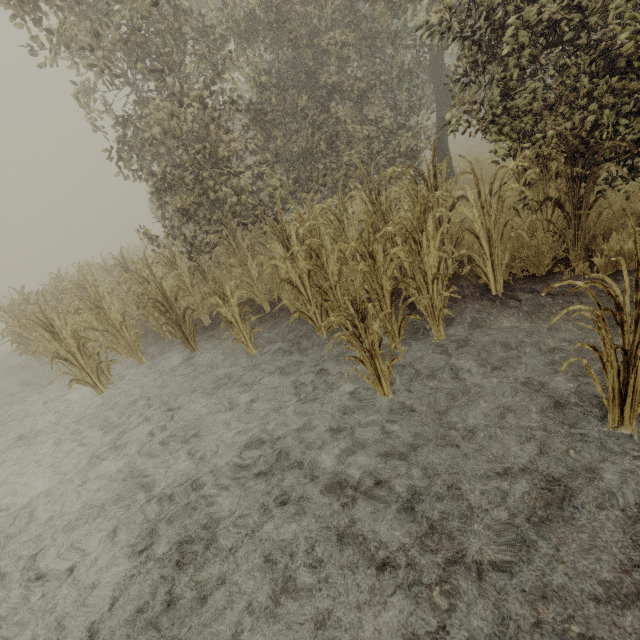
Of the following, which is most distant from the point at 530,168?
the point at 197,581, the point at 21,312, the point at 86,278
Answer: the point at 86,278
